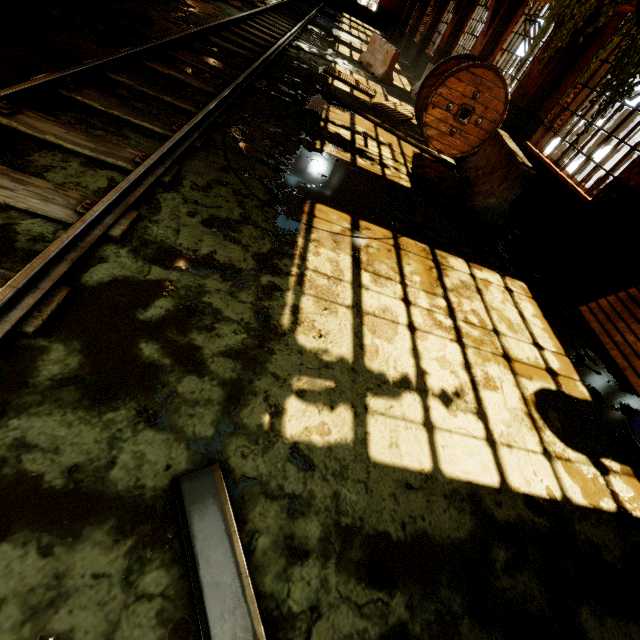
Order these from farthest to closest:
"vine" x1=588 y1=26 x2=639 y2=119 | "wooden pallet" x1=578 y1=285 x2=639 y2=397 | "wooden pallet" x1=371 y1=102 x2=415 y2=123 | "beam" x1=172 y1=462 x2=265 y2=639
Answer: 1. "wooden pallet" x1=371 y1=102 x2=415 y2=123
2. "vine" x1=588 y1=26 x2=639 y2=119
3. "wooden pallet" x1=578 y1=285 x2=639 y2=397
4. "beam" x1=172 y1=462 x2=265 y2=639

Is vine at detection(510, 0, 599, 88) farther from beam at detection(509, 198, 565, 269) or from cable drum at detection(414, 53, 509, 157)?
beam at detection(509, 198, 565, 269)

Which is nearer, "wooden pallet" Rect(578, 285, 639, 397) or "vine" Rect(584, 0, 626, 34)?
"wooden pallet" Rect(578, 285, 639, 397)

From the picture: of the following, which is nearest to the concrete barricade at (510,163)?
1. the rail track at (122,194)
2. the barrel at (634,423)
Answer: the barrel at (634,423)

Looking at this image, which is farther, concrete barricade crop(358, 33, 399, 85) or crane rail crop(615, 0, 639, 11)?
concrete barricade crop(358, 33, 399, 85)

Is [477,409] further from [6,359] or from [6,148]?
[6,148]

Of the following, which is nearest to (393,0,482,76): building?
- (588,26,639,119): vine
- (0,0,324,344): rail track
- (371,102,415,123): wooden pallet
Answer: (588,26,639,119): vine

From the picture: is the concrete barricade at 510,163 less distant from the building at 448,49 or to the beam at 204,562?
the building at 448,49
